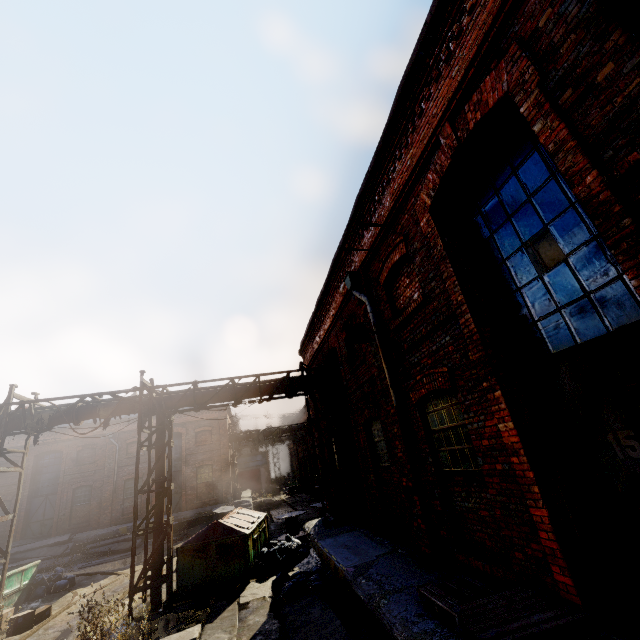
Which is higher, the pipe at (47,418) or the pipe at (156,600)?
the pipe at (47,418)

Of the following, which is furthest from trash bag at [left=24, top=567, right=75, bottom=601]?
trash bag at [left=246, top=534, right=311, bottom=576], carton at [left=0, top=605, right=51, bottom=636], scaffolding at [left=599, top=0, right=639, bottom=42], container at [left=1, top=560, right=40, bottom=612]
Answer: scaffolding at [left=599, top=0, right=639, bottom=42]

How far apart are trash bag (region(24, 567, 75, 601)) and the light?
16.7 meters

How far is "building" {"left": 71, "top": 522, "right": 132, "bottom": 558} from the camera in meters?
21.5 m

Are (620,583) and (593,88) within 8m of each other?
yes

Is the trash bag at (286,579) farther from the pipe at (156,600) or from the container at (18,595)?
the container at (18,595)

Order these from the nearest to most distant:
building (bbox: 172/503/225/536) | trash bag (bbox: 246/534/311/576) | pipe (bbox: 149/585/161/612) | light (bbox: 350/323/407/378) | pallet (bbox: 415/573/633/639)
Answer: pallet (bbox: 415/573/633/639) < light (bbox: 350/323/407/378) < pipe (bbox: 149/585/161/612) < trash bag (bbox: 246/534/311/576) < building (bbox: 172/503/225/536)

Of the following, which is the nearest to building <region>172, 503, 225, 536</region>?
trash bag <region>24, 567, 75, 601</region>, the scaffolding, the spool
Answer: trash bag <region>24, 567, 75, 601</region>
